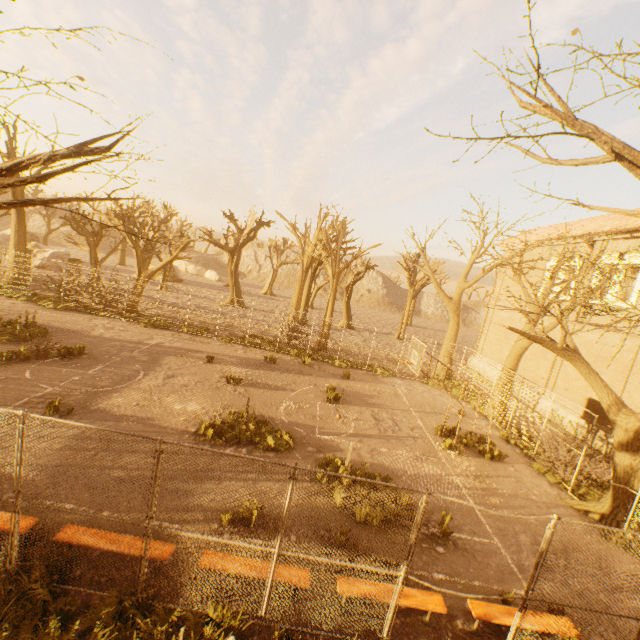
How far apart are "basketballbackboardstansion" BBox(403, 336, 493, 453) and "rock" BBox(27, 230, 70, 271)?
36.5 meters

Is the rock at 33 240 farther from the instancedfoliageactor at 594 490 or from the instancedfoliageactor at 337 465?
the instancedfoliageactor at 594 490

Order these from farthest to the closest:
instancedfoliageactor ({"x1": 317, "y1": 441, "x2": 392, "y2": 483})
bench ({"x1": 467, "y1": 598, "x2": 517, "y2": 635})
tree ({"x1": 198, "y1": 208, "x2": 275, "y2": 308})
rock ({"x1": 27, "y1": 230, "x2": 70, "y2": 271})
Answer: rock ({"x1": 27, "y1": 230, "x2": 70, "y2": 271})
tree ({"x1": 198, "y1": 208, "x2": 275, "y2": 308})
instancedfoliageactor ({"x1": 317, "y1": 441, "x2": 392, "y2": 483})
bench ({"x1": 467, "y1": 598, "x2": 517, "y2": 635})

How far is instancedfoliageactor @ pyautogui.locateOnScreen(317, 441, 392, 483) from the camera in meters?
9.3 m

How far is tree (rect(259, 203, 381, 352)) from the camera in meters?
23.1

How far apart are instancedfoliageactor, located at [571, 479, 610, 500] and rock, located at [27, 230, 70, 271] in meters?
43.1

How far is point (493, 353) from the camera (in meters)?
26.28

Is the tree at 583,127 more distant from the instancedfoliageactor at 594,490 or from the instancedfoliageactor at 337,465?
the instancedfoliageactor at 337,465
